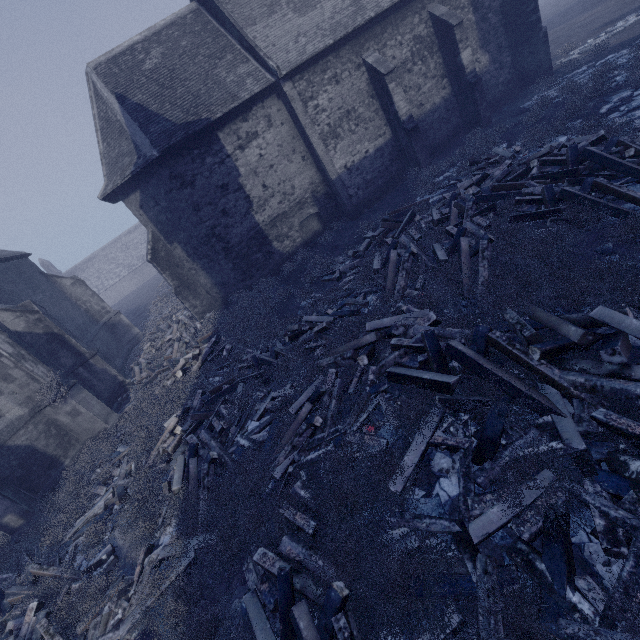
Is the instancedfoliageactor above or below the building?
below

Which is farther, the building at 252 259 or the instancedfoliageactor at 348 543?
the building at 252 259

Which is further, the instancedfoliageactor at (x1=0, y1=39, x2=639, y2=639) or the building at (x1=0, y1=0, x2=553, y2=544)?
the building at (x1=0, y1=0, x2=553, y2=544)

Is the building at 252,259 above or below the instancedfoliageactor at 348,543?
above

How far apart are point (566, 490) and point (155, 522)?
Answer: 7.3m
